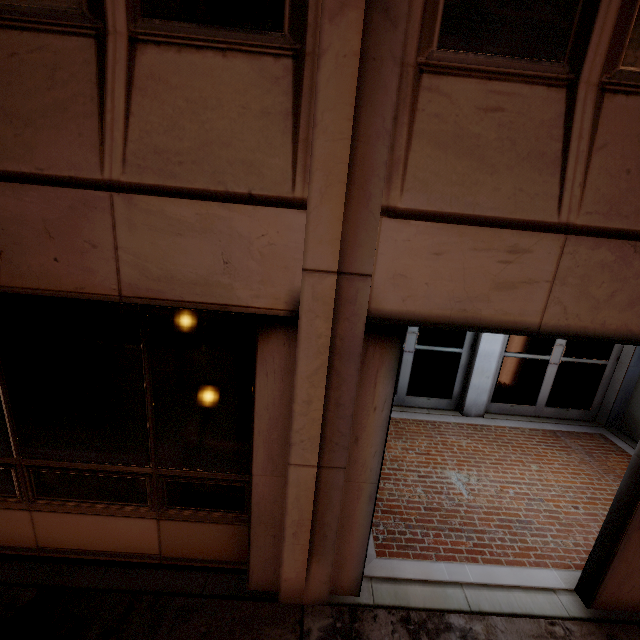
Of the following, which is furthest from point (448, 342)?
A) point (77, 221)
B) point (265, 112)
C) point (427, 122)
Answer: point (77, 221)
